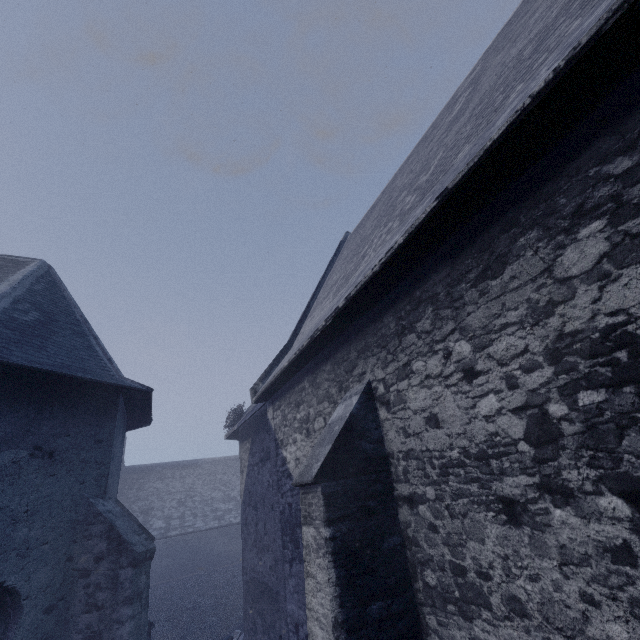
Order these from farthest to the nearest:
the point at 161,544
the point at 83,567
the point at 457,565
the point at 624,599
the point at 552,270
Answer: the point at 161,544
the point at 83,567
the point at 457,565
the point at 552,270
the point at 624,599
